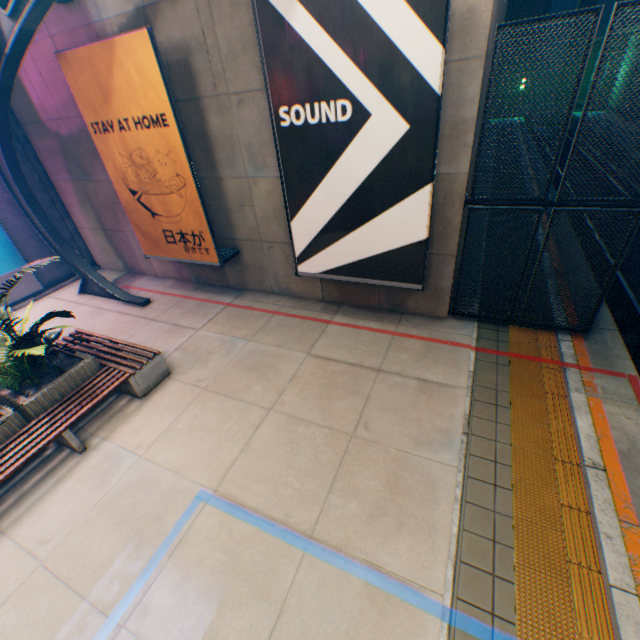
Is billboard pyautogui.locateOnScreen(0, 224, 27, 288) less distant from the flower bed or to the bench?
the bench

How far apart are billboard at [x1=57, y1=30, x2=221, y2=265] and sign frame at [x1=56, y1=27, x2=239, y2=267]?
0.01m

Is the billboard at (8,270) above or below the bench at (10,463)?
above

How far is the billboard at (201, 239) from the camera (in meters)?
5.87

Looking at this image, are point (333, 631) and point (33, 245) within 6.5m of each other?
no

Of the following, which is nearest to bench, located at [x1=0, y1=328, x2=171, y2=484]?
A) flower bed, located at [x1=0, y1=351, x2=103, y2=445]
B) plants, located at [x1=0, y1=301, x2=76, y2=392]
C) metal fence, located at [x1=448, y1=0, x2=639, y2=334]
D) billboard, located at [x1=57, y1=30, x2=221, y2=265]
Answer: flower bed, located at [x1=0, y1=351, x2=103, y2=445]

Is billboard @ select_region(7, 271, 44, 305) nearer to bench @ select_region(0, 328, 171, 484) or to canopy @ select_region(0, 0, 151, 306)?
canopy @ select_region(0, 0, 151, 306)

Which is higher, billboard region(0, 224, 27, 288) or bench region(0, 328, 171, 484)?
billboard region(0, 224, 27, 288)
